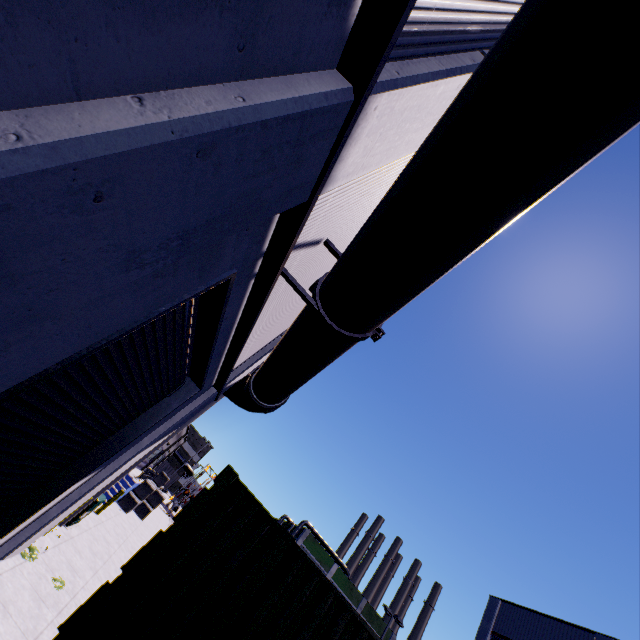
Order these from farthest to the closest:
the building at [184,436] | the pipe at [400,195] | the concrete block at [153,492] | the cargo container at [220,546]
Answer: the concrete block at [153,492]
the building at [184,436]
the cargo container at [220,546]
the pipe at [400,195]

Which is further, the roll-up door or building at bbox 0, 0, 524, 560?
the roll-up door

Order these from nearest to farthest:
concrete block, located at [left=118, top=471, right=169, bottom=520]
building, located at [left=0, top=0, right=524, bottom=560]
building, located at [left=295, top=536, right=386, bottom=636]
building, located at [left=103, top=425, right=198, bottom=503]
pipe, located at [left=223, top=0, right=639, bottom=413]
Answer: building, located at [left=0, top=0, right=524, bottom=560] < pipe, located at [left=223, top=0, right=639, bottom=413] < building, located at [left=103, top=425, right=198, bottom=503] < concrete block, located at [left=118, top=471, right=169, bottom=520] < building, located at [left=295, top=536, right=386, bottom=636]

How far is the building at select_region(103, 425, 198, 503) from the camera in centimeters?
1788cm

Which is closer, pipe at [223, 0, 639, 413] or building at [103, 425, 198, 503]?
pipe at [223, 0, 639, 413]

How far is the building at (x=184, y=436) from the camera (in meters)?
17.88

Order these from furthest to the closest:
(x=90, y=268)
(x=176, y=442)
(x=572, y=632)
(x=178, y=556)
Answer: (x=176, y=442) → (x=572, y=632) → (x=178, y=556) → (x=90, y=268)

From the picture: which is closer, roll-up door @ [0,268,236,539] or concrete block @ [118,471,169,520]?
roll-up door @ [0,268,236,539]
